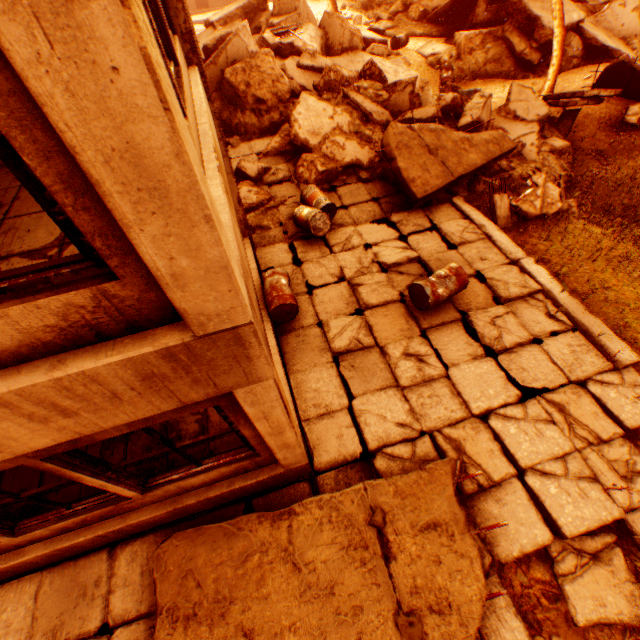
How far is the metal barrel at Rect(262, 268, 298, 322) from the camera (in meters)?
5.61

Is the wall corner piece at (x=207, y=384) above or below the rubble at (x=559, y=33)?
above

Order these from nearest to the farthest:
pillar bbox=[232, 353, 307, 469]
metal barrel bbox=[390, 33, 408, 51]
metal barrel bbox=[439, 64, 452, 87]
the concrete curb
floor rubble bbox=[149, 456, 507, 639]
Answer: pillar bbox=[232, 353, 307, 469] → floor rubble bbox=[149, 456, 507, 639] → the concrete curb → metal barrel bbox=[439, 64, 452, 87] → metal barrel bbox=[390, 33, 408, 51]

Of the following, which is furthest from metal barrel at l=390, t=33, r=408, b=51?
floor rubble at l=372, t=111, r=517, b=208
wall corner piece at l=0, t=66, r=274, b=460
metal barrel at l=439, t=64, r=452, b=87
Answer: wall corner piece at l=0, t=66, r=274, b=460

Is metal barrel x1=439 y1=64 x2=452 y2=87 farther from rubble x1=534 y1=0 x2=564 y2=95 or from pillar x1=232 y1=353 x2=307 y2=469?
pillar x1=232 y1=353 x2=307 y2=469

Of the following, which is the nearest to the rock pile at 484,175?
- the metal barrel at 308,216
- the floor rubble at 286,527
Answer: the metal barrel at 308,216

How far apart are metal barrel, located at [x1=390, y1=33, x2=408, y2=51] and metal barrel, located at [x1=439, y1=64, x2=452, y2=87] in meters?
2.2 m

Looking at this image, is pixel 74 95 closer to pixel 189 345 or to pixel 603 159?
pixel 189 345
